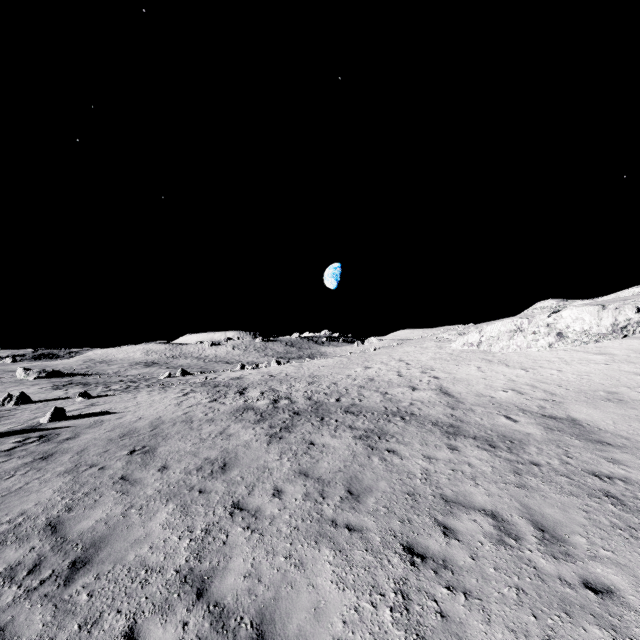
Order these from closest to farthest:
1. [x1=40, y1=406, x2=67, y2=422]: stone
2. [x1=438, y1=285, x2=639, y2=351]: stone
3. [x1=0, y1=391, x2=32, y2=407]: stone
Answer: [x1=40, y1=406, x2=67, y2=422]: stone
[x1=438, y1=285, x2=639, y2=351]: stone
[x1=0, y1=391, x2=32, y2=407]: stone

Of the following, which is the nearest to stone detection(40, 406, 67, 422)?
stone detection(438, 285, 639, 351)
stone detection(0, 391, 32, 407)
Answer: stone detection(0, 391, 32, 407)

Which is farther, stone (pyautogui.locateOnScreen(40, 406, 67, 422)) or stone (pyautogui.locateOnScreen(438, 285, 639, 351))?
stone (pyautogui.locateOnScreen(438, 285, 639, 351))

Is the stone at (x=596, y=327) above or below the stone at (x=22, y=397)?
above

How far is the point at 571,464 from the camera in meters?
8.9

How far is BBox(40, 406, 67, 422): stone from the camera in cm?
1661

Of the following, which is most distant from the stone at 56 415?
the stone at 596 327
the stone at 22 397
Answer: the stone at 596 327
